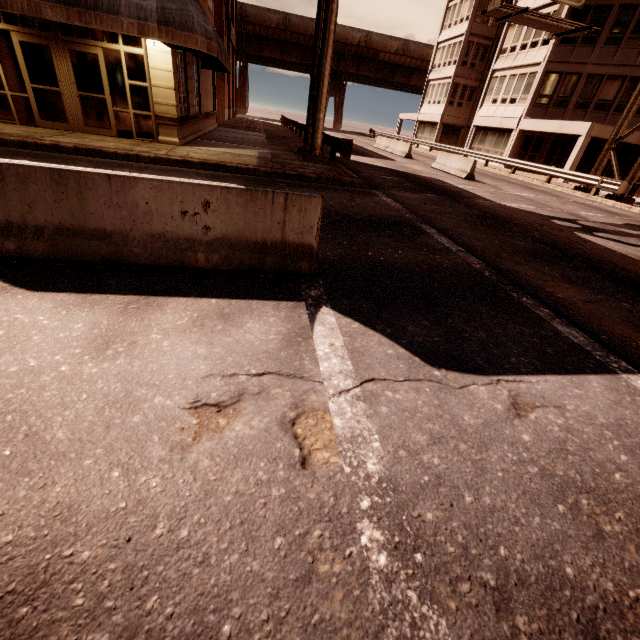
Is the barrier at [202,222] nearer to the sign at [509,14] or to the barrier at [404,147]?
the sign at [509,14]

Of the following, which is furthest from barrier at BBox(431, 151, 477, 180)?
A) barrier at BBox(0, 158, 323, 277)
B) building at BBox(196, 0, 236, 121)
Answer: barrier at BBox(0, 158, 323, 277)

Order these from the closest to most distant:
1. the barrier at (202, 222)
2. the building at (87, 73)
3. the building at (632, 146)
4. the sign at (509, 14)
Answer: the barrier at (202, 222) → the building at (87, 73) → the sign at (509, 14) → the building at (632, 146)

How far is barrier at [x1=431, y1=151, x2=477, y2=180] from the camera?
17.2m

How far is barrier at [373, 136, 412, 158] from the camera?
24.4m

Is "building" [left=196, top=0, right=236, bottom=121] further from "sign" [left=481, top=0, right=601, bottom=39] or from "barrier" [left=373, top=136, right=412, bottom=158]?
"barrier" [left=373, top=136, right=412, bottom=158]

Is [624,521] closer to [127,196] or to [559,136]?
[127,196]

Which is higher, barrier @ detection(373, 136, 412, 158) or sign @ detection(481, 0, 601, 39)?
sign @ detection(481, 0, 601, 39)
